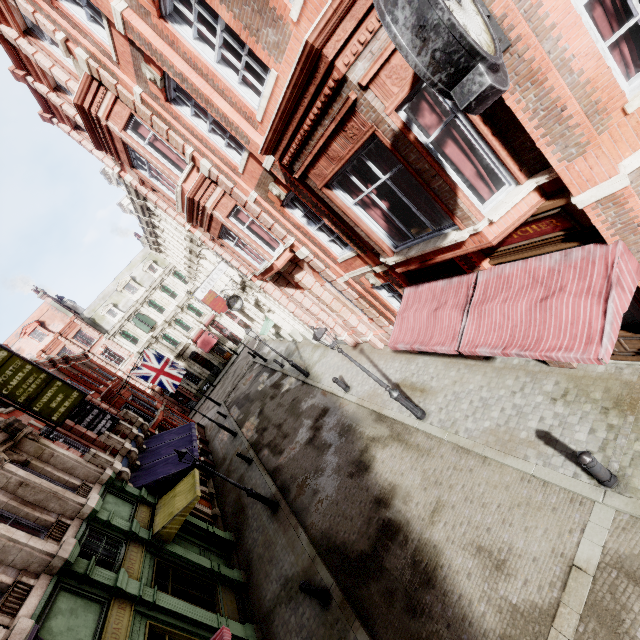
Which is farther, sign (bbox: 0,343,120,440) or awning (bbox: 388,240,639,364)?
sign (bbox: 0,343,120,440)

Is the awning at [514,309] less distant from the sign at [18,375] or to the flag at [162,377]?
the sign at [18,375]

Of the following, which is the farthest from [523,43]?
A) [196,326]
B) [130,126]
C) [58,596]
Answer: [196,326]

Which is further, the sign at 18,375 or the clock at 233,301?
the clock at 233,301

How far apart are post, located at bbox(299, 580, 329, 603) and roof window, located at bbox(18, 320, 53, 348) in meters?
43.5 m

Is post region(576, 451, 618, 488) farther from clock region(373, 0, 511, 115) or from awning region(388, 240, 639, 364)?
clock region(373, 0, 511, 115)

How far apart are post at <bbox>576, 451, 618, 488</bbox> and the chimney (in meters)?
50.82

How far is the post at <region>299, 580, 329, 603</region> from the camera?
8.6m
